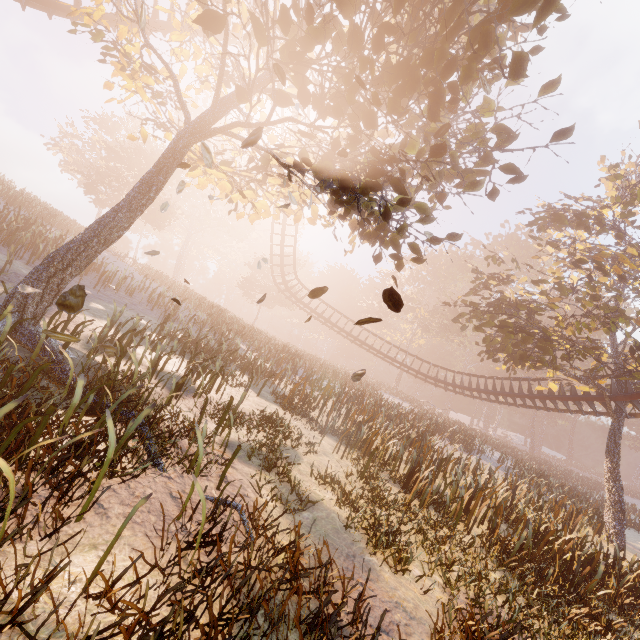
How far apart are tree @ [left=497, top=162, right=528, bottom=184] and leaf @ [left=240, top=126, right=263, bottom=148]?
5.65m

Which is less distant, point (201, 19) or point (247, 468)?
point (201, 19)

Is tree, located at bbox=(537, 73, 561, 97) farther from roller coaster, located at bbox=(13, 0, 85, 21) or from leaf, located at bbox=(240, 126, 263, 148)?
roller coaster, located at bbox=(13, 0, 85, 21)

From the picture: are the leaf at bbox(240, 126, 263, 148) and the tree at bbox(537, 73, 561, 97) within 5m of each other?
no

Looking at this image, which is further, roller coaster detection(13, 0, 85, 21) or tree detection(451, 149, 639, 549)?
tree detection(451, 149, 639, 549)

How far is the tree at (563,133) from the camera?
6.8 meters

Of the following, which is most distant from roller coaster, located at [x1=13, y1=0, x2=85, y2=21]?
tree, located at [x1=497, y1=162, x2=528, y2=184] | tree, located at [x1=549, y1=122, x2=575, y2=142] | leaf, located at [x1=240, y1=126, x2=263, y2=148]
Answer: leaf, located at [x1=240, y1=126, x2=263, y2=148]

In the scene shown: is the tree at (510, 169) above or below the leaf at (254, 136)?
above
